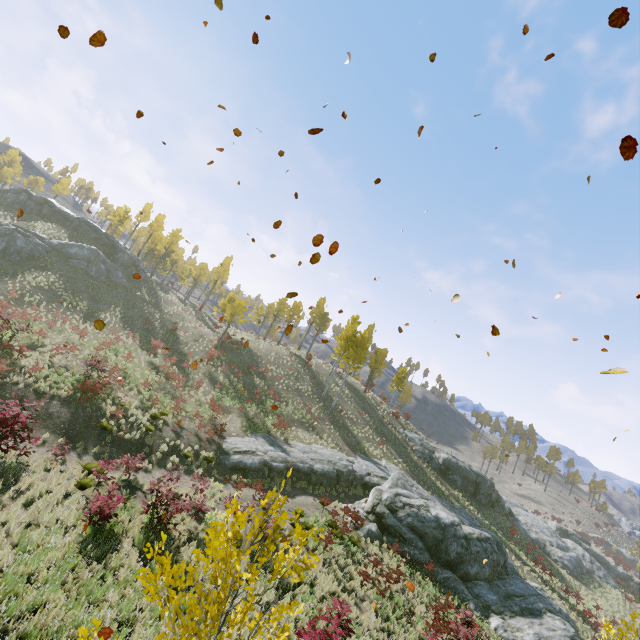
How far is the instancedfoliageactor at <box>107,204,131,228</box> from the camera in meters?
53.2

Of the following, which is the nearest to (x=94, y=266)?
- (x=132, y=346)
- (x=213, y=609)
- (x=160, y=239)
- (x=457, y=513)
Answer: (x=132, y=346)

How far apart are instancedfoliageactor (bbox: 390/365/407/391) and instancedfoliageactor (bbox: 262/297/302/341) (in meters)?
16.20

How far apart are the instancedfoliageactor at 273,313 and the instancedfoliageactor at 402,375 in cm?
1620

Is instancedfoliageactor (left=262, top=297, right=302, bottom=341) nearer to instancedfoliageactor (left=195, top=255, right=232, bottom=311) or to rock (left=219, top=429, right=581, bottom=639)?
rock (left=219, top=429, right=581, bottom=639)

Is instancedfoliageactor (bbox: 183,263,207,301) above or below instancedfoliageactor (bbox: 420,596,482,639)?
above

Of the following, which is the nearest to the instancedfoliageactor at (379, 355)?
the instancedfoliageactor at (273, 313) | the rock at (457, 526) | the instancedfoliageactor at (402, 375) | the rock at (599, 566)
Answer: the rock at (457, 526)

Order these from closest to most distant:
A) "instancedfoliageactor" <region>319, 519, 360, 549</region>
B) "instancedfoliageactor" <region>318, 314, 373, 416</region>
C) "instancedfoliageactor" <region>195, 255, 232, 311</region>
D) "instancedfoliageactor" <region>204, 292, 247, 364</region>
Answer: "instancedfoliageactor" <region>319, 519, 360, 549</region>, "instancedfoliageactor" <region>204, 292, 247, 364</region>, "instancedfoliageactor" <region>318, 314, 373, 416</region>, "instancedfoliageactor" <region>195, 255, 232, 311</region>
